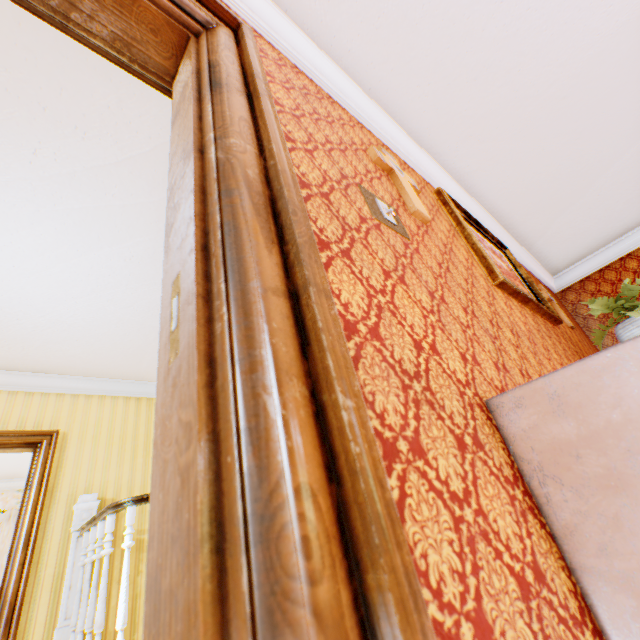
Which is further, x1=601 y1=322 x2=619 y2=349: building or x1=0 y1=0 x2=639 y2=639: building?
x1=601 y1=322 x2=619 y2=349: building

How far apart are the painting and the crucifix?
0.5m

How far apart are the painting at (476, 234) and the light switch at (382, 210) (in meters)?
1.01

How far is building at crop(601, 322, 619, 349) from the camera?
4.5m

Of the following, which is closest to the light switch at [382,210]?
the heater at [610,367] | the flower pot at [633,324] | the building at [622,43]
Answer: the building at [622,43]

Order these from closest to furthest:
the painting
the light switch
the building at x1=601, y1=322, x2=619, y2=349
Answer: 1. the light switch
2. the painting
3. the building at x1=601, y1=322, x2=619, y2=349

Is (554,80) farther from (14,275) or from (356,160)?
(14,275)

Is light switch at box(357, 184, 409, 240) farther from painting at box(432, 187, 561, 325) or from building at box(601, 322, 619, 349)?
painting at box(432, 187, 561, 325)
